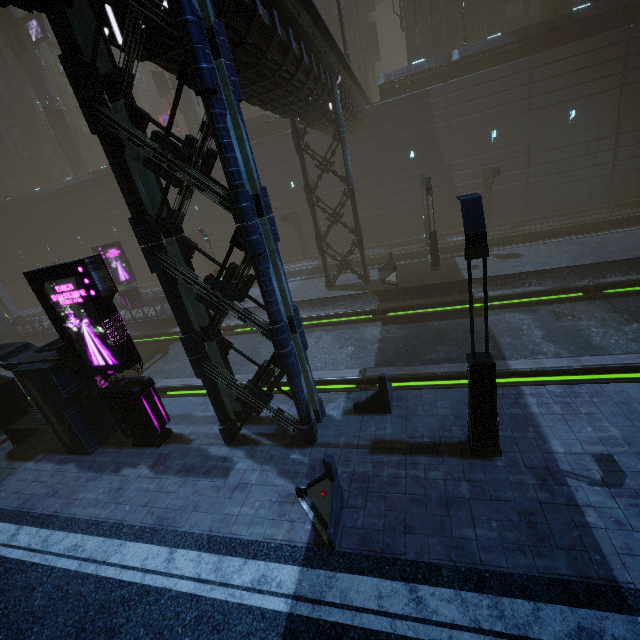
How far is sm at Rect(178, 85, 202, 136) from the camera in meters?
35.1

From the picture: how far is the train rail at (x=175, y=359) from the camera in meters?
14.8

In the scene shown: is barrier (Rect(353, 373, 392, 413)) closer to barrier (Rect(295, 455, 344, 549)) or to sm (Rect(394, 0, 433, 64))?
barrier (Rect(295, 455, 344, 549))

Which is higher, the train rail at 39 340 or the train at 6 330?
the train at 6 330

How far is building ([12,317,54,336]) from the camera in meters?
28.6 m

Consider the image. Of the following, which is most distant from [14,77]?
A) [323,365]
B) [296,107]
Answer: [323,365]

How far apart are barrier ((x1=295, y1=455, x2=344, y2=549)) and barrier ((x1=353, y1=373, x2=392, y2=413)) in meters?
2.7 m

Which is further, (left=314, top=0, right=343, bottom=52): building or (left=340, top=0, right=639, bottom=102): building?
(left=314, top=0, right=343, bottom=52): building
